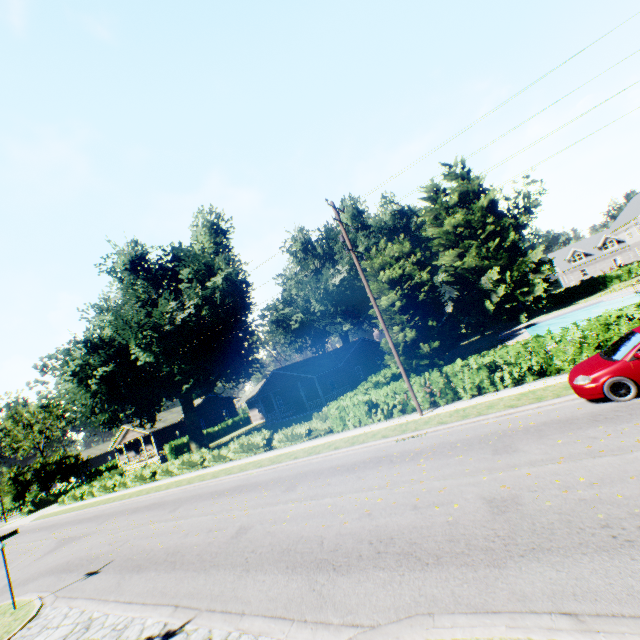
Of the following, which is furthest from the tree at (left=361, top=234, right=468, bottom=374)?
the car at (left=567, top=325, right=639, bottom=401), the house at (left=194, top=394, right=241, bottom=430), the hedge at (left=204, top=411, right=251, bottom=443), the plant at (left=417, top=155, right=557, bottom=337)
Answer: the house at (left=194, top=394, right=241, bottom=430)

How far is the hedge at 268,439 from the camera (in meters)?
17.75

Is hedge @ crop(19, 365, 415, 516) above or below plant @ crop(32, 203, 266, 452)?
below

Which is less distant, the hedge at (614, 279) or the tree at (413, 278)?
the tree at (413, 278)

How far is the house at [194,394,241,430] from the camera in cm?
4969

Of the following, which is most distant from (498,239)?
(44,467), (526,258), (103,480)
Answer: (44,467)

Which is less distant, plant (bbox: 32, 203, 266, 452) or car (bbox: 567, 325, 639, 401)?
car (bbox: 567, 325, 639, 401)

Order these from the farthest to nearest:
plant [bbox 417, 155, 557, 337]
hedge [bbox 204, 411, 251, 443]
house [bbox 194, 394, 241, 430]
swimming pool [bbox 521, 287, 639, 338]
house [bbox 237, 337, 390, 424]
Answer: house [bbox 194, 394, 241, 430] < hedge [bbox 204, 411, 251, 443] < plant [bbox 417, 155, 557, 337] < house [bbox 237, 337, 390, 424] < swimming pool [bbox 521, 287, 639, 338]
